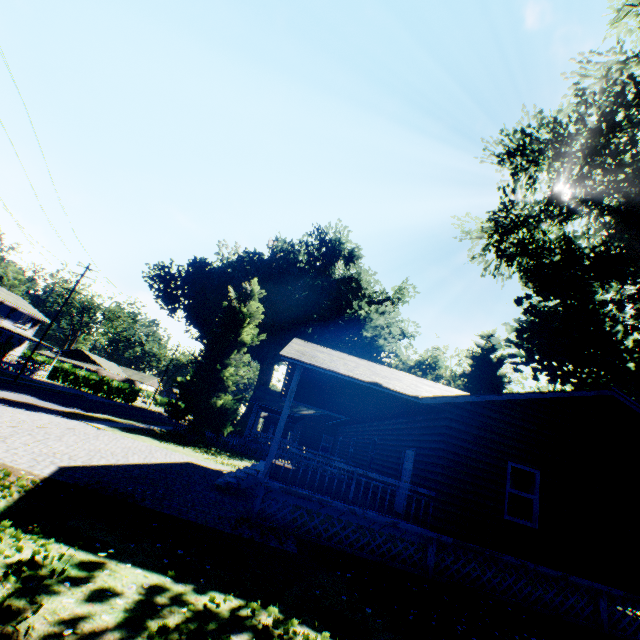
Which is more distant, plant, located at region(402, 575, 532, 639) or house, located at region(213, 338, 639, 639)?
house, located at region(213, 338, 639, 639)

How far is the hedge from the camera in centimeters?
5184cm

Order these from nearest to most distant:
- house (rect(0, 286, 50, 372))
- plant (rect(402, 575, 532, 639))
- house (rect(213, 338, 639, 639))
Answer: plant (rect(402, 575, 532, 639))
house (rect(213, 338, 639, 639))
house (rect(0, 286, 50, 372))

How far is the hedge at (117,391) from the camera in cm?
5184

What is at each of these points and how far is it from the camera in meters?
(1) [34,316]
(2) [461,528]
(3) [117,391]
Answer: (1) house, 47.2
(2) house, 9.1
(3) hedge, 52.3

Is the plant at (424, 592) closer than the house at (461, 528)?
Yes

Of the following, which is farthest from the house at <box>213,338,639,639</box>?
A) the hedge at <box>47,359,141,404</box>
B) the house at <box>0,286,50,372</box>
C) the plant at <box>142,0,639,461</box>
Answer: the house at <box>0,286,50,372</box>
